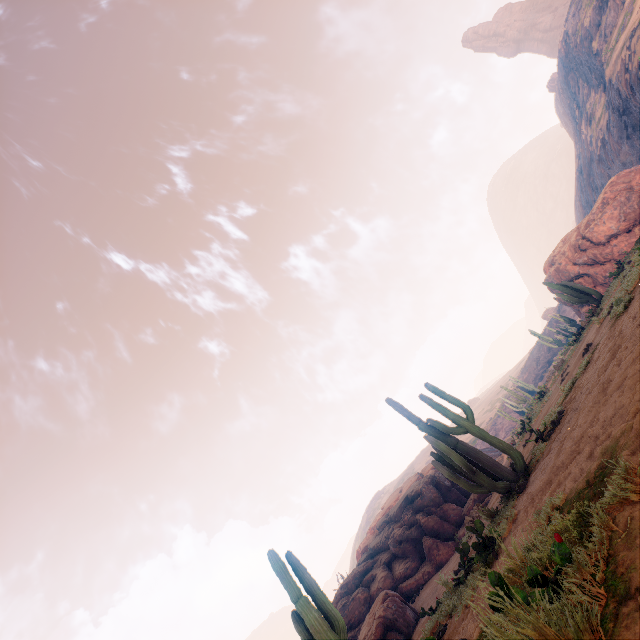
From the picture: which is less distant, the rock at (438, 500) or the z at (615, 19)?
the rock at (438, 500)

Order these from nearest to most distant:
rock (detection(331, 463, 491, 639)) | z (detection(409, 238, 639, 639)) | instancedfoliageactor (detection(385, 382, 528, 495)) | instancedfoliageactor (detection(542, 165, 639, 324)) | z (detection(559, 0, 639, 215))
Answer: z (detection(409, 238, 639, 639))
instancedfoliageactor (detection(385, 382, 528, 495))
rock (detection(331, 463, 491, 639))
instancedfoliageactor (detection(542, 165, 639, 324))
z (detection(559, 0, 639, 215))

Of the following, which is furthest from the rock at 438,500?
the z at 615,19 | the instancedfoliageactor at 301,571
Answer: the z at 615,19

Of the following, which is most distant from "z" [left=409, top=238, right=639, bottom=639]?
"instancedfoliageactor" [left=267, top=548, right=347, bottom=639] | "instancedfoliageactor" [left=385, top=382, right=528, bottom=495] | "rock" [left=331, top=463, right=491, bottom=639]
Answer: "rock" [left=331, top=463, right=491, bottom=639]

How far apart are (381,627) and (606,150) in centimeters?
5648cm

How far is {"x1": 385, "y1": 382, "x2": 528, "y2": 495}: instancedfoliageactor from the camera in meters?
7.7 m

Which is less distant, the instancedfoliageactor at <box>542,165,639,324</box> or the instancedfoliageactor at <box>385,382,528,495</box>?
the instancedfoliageactor at <box>385,382,528,495</box>

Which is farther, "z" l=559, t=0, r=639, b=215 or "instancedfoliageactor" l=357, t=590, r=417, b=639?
"z" l=559, t=0, r=639, b=215
